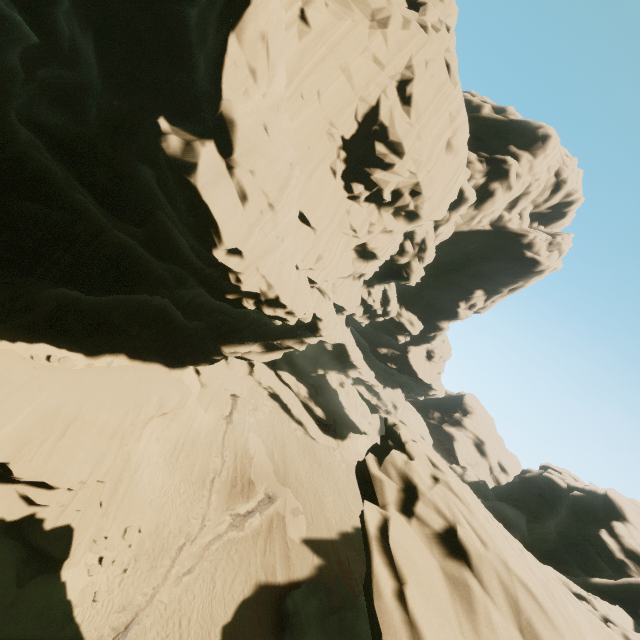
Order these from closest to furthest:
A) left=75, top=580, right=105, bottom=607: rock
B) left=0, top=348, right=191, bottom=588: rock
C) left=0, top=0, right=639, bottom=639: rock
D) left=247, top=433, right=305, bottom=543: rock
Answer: left=0, top=0, right=639, bottom=639: rock < left=0, top=348, right=191, bottom=588: rock < left=75, top=580, right=105, bottom=607: rock < left=247, top=433, right=305, bottom=543: rock

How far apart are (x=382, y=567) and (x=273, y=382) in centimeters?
3345cm

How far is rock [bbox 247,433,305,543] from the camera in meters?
26.7

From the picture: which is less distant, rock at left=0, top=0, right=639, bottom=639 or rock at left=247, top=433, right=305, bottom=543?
rock at left=0, top=0, right=639, bottom=639

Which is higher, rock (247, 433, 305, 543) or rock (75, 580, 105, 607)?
rock (247, 433, 305, 543)

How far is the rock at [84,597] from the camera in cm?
1548
